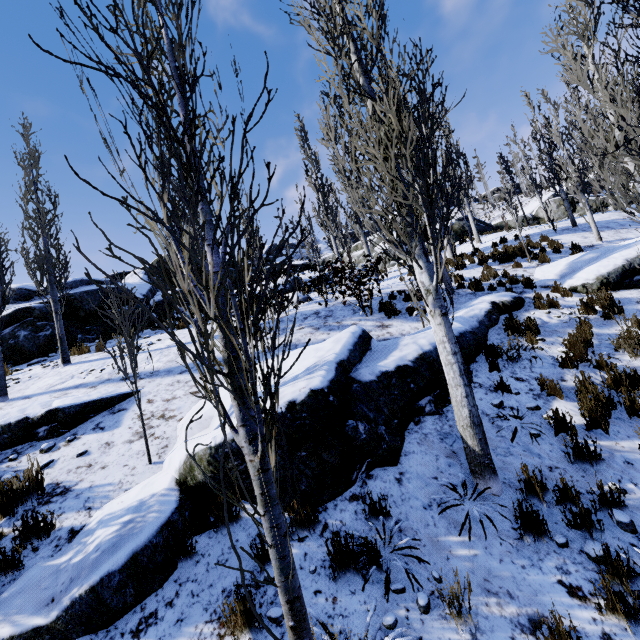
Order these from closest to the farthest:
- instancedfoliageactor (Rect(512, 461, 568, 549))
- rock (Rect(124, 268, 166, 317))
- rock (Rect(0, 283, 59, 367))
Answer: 1. instancedfoliageactor (Rect(512, 461, 568, 549))
2. rock (Rect(0, 283, 59, 367))
3. rock (Rect(124, 268, 166, 317))

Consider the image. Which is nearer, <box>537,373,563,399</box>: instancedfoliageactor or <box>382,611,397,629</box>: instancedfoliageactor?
<box>382,611,397,629</box>: instancedfoliageactor

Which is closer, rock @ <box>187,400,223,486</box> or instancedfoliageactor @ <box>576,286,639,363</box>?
rock @ <box>187,400,223,486</box>

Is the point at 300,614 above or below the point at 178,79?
below

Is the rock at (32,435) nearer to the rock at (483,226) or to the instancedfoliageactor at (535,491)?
the rock at (483,226)

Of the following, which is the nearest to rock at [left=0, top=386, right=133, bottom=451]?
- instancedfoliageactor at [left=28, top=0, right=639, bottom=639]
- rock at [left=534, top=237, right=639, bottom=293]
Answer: instancedfoliageactor at [left=28, top=0, right=639, bottom=639]

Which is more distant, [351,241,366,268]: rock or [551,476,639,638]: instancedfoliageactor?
[351,241,366,268]: rock

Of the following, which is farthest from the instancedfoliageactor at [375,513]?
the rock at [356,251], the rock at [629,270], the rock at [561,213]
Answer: the rock at [561,213]
